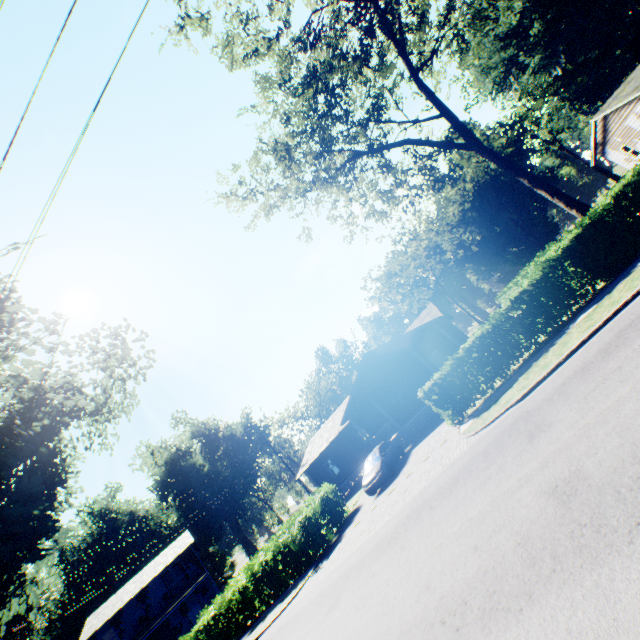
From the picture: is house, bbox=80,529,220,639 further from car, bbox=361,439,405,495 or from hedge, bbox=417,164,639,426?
hedge, bbox=417,164,639,426

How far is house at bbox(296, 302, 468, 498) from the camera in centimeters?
2378cm

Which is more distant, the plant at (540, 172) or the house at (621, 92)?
the plant at (540, 172)

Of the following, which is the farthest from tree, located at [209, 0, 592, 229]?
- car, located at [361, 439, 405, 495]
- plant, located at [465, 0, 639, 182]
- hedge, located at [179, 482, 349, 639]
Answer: hedge, located at [179, 482, 349, 639]

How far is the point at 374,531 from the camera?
12.3m

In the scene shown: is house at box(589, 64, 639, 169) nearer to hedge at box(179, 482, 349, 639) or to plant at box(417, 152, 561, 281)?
plant at box(417, 152, 561, 281)

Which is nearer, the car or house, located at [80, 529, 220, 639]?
the car

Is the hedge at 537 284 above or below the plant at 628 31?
below
